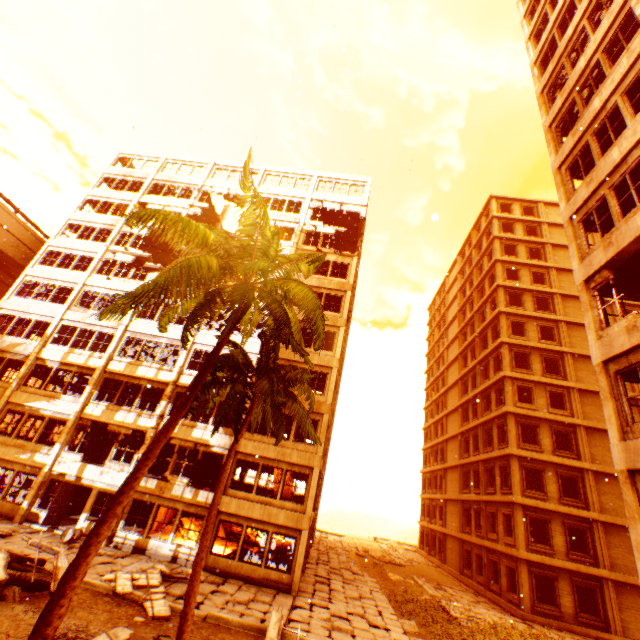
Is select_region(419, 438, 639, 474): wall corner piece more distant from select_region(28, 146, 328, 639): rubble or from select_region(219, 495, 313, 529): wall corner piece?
select_region(28, 146, 328, 639): rubble

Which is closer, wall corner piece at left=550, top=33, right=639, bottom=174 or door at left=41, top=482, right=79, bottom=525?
wall corner piece at left=550, top=33, right=639, bottom=174

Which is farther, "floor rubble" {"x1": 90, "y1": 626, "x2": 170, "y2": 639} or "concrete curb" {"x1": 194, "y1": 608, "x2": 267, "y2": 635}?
"concrete curb" {"x1": 194, "y1": 608, "x2": 267, "y2": 635}

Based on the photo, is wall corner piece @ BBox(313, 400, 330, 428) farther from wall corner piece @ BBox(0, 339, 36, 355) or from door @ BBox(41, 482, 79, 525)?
door @ BBox(41, 482, 79, 525)

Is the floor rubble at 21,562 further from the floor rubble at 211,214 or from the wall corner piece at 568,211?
the floor rubble at 211,214

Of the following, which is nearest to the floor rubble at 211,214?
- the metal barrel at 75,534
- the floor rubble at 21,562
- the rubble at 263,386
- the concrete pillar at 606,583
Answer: the rubble at 263,386

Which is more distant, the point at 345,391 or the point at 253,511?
the point at 345,391

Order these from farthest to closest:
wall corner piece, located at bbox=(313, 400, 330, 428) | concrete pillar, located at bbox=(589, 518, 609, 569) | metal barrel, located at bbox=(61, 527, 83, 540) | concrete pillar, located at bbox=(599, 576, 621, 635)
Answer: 1. concrete pillar, located at bbox=(589, 518, 609, 569)
2. wall corner piece, located at bbox=(313, 400, 330, 428)
3. concrete pillar, located at bbox=(599, 576, 621, 635)
4. metal barrel, located at bbox=(61, 527, 83, 540)
